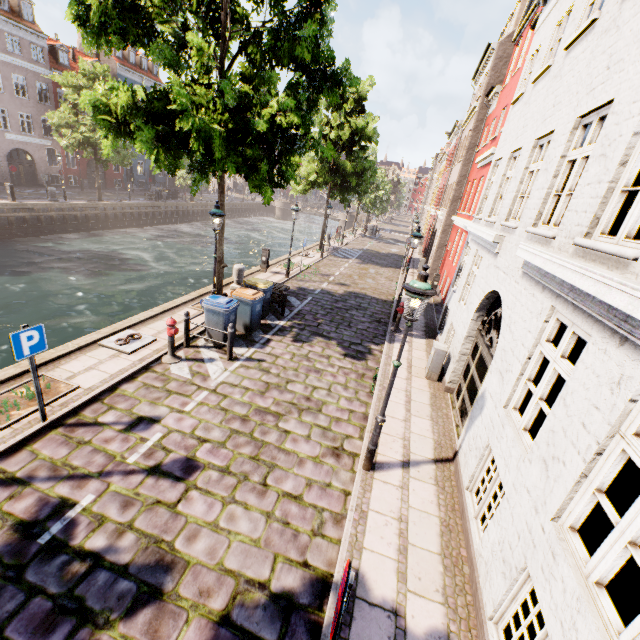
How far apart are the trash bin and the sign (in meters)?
5.30

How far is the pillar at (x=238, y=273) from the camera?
13.7m

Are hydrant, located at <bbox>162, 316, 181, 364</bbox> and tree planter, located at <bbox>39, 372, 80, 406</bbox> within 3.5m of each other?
yes

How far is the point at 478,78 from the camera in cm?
2178

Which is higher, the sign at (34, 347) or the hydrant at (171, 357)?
the sign at (34, 347)

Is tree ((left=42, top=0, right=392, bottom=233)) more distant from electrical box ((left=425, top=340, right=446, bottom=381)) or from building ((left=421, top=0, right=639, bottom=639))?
electrical box ((left=425, top=340, right=446, bottom=381))

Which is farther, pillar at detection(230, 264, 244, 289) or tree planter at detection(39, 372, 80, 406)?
pillar at detection(230, 264, 244, 289)

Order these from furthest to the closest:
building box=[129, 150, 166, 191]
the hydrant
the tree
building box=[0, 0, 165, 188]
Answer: building box=[129, 150, 166, 191] < building box=[0, 0, 165, 188] < the hydrant < the tree
